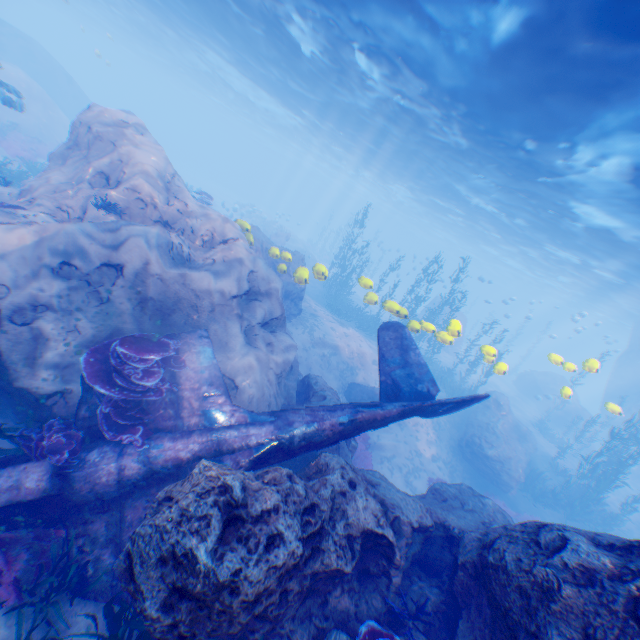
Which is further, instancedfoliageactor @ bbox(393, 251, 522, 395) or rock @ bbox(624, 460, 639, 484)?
rock @ bbox(624, 460, 639, 484)

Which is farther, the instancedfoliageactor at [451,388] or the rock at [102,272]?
the instancedfoliageactor at [451,388]

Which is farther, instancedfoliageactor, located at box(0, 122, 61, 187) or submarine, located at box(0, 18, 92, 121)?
submarine, located at box(0, 18, 92, 121)

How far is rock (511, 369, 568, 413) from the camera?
29.7m

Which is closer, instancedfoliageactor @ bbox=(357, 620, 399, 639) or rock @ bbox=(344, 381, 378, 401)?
instancedfoliageactor @ bbox=(357, 620, 399, 639)

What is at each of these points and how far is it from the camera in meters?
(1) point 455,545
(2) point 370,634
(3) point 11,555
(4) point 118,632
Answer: Answer:
(1) rock, 5.9 m
(2) instancedfoliageactor, 4.5 m
(3) instancedfoliageactor, 4.9 m
(4) instancedfoliageactor, 4.2 m

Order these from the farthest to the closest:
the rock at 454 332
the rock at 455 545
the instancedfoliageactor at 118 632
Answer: the rock at 454 332, the instancedfoliageactor at 118 632, the rock at 455 545

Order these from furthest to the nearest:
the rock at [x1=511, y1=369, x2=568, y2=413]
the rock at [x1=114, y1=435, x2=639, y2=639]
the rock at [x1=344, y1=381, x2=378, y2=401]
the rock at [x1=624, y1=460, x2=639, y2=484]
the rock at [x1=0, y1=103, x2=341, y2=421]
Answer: the rock at [x1=511, y1=369, x2=568, y2=413] → the rock at [x1=624, y1=460, x2=639, y2=484] → the rock at [x1=344, y1=381, x2=378, y2=401] → the rock at [x1=0, y1=103, x2=341, y2=421] → the rock at [x1=114, y1=435, x2=639, y2=639]
